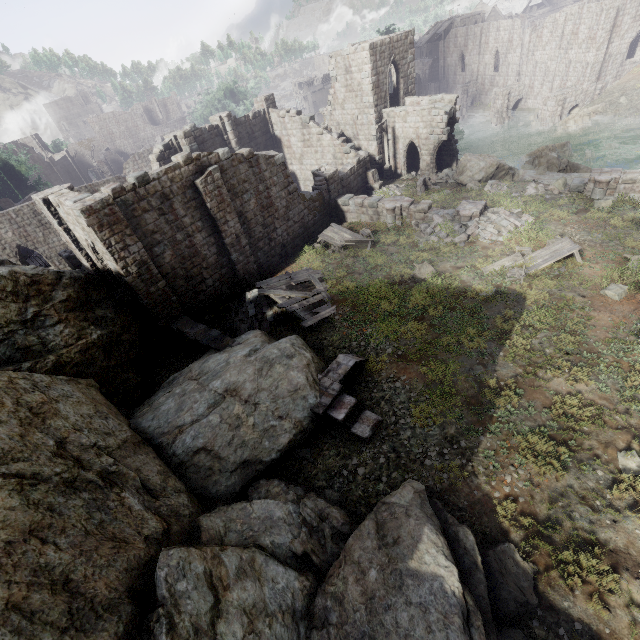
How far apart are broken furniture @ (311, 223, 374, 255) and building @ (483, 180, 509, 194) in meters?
8.1

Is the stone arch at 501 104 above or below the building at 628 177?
below

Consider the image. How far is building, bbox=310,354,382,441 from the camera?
9.88m

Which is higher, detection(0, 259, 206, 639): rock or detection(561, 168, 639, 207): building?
detection(0, 259, 206, 639): rock

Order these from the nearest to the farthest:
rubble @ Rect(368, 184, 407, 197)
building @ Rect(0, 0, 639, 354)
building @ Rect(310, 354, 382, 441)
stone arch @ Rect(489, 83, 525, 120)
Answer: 1. building @ Rect(310, 354, 382, 441)
2. building @ Rect(0, 0, 639, 354)
3. rubble @ Rect(368, 184, 407, 197)
4. stone arch @ Rect(489, 83, 525, 120)

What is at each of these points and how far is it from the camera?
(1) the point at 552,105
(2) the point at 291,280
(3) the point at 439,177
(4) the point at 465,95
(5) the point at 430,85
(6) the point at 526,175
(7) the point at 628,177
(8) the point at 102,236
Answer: (1) stone arch, 36.7m
(2) wooden plank rubble, 16.8m
(3) rubble, 26.3m
(4) stone arch, 51.1m
(5) stone arch, 58.4m
(6) rock, 22.6m
(7) building, 16.8m
(8) building, 12.6m

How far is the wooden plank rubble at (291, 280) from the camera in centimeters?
1475cm

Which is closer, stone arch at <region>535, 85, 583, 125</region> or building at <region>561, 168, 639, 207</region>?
building at <region>561, 168, 639, 207</region>
